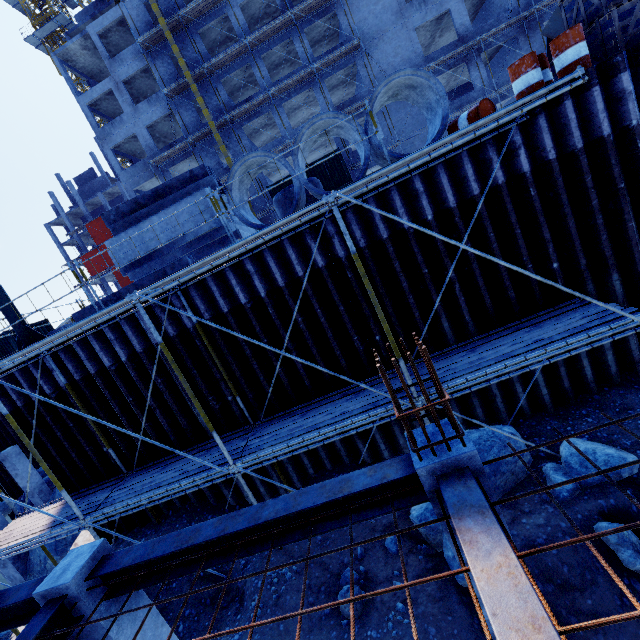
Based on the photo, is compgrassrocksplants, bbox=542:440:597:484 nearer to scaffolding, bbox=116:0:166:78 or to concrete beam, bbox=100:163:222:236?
concrete beam, bbox=100:163:222:236

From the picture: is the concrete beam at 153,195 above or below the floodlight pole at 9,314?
above

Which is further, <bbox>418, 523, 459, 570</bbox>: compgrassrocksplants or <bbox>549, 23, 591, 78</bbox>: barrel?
<bbox>549, 23, 591, 78</bbox>: barrel

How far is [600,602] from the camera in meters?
4.5 m

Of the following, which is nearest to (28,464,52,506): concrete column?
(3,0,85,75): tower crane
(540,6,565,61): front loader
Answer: (540,6,565,61): front loader

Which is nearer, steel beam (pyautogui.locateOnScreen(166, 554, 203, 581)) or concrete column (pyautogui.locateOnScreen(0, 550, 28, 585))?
steel beam (pyautogui.locateOnScreen(166, 554, 203, 581))

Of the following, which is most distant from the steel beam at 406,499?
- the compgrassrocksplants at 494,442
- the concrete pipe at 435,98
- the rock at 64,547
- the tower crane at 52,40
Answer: the tower crane at 52,40

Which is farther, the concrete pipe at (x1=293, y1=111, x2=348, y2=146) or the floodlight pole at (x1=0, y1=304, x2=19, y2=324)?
the floodlight pole at (x1=0, y1=304, x2=19, y2=324)
